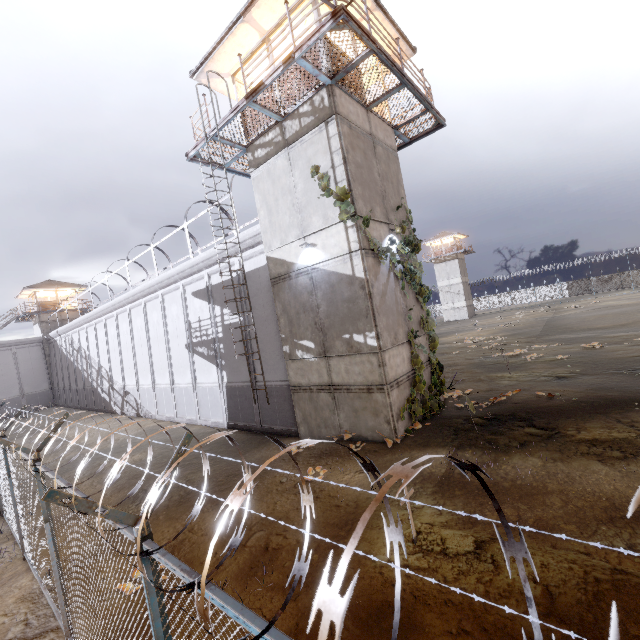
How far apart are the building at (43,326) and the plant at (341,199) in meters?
42.9

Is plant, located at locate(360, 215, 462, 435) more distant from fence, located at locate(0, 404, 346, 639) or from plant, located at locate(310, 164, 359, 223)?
fence, located at locate(0, 404, 346, 639)

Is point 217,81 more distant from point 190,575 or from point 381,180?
point 190,575

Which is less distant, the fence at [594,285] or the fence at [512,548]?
the fence at [512,548]

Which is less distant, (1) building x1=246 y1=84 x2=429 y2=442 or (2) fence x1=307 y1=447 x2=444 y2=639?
(2) fence x1=307 y1=447 x2=444 y2=639

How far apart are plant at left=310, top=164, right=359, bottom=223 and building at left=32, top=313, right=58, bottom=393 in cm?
4295

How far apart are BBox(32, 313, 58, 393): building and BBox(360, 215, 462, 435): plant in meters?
44.1

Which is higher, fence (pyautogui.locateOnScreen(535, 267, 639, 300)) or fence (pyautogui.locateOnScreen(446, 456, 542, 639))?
fence (pyautogui.locateOnScreen(446, 456, 542, 639))
